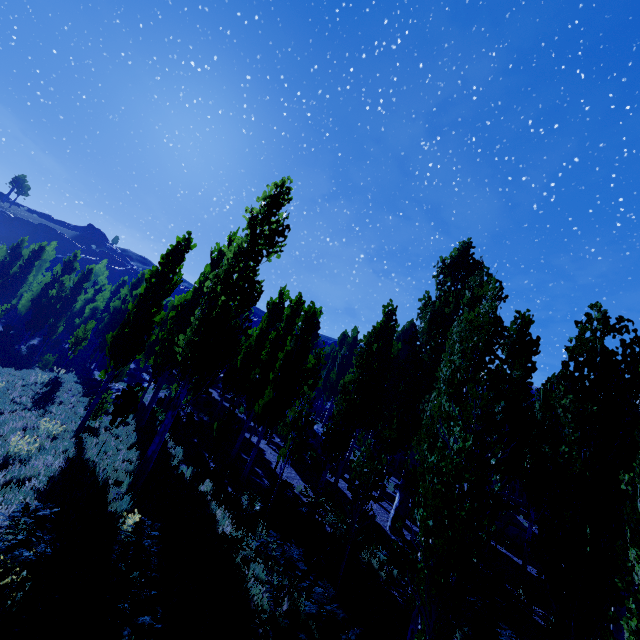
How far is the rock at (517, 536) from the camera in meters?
19.0

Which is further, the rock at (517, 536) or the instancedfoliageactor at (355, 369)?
the rock at (517, 536)

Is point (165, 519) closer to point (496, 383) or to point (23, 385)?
point (496, 383)

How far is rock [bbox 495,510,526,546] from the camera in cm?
1895

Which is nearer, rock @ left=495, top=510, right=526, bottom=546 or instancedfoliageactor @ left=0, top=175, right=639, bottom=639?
instancedfoliageactor @ left=0, top=175, right=639, bottom=639
